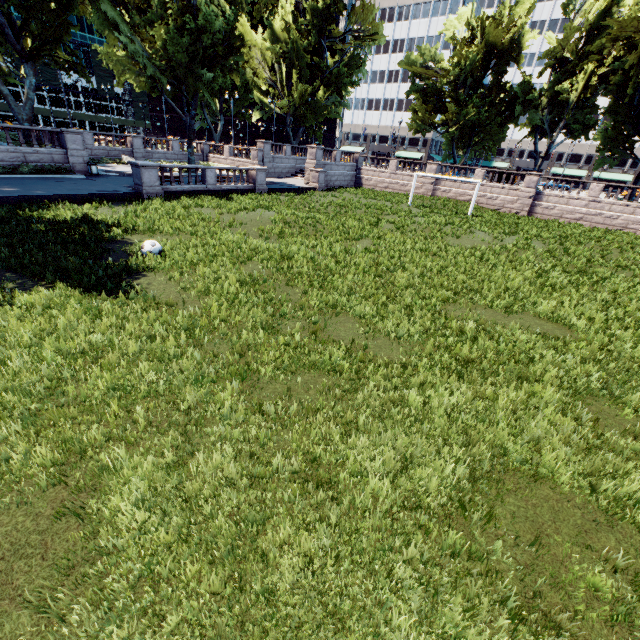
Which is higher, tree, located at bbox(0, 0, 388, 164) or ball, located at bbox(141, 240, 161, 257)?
tree, located at bbox(0, 0, 388, 164)

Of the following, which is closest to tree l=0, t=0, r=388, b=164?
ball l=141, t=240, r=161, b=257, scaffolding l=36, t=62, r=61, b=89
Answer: ball l=141, t=240, r=161, b=257

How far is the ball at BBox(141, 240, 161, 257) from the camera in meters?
11.1 m

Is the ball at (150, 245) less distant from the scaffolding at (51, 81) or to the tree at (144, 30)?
the tree at (144, 30)

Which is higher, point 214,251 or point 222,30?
point 222,30

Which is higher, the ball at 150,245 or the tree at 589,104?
the tree at 589,104

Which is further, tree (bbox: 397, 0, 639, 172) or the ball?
tree (bbox: 397, 0, 639, 172)

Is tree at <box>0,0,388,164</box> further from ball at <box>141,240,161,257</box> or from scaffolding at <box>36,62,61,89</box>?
scaffolding at <box>36,62,61,89</box>
